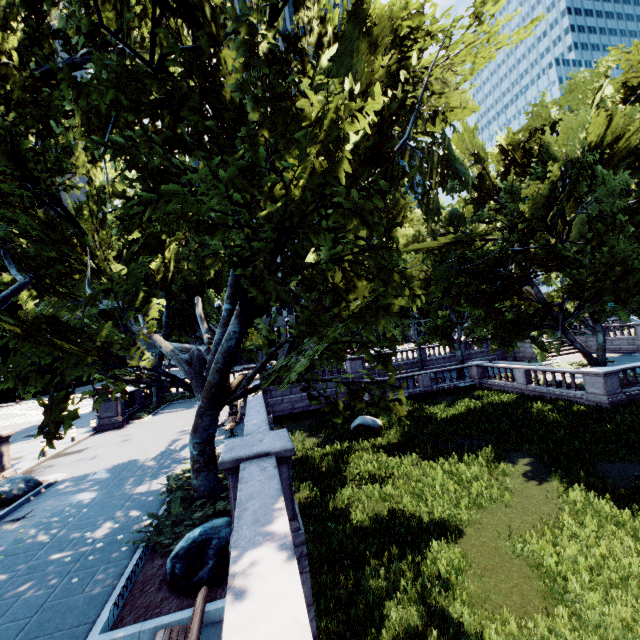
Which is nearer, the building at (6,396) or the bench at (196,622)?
the bench at (196,622)

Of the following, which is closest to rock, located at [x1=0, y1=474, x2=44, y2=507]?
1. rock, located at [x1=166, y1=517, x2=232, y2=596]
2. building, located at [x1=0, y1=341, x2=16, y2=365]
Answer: rock, located at [x1=166, y1=517, x2=232, y2=596]

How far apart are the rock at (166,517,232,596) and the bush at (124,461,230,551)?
1.04m

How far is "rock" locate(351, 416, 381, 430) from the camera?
20.4m

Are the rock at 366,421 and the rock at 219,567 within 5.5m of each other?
no

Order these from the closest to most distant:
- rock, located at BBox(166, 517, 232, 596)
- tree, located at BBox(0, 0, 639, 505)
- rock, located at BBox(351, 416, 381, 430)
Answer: rock, located at BBox(166, 517, 232, 596), tree, located at BBox(0, 0, 639, 505), rock, located at BBox(351, 416, 381, 430)

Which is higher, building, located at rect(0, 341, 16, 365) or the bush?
building, located at rect(0, 341, 16, 365)

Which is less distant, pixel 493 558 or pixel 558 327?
pixel 493 558
